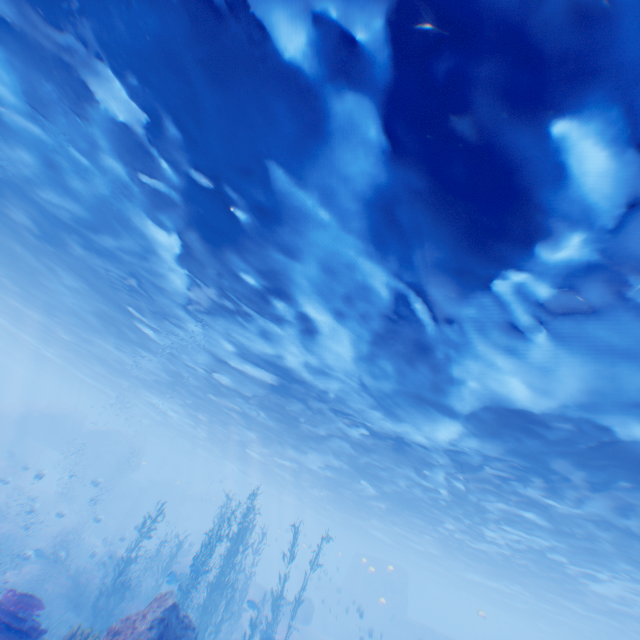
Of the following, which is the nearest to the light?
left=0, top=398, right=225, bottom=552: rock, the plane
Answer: left=0, top=398, right=225, bottom=552: rock

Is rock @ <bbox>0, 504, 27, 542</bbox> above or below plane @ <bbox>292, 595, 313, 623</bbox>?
below

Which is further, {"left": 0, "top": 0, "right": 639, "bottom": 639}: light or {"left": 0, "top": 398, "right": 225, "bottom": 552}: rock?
{"left": 0, "top": 398, "right": 225, "bottom": 552}: rock

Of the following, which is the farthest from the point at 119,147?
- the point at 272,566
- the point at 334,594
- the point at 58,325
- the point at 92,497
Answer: the point at 272,566

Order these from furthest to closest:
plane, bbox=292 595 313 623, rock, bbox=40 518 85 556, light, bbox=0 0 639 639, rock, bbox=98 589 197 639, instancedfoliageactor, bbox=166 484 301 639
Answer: plane, bbox=292 595 313 623 → rock, bbox=40 518 85 556 → instancedfoliageactor, bbox=166 484 301 639 → rock, bbox=98 589 197 639 → light, bbox=0 0 639 639

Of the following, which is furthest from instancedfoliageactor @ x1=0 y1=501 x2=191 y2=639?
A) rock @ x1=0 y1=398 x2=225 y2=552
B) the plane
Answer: the plane

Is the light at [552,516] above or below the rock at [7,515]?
above

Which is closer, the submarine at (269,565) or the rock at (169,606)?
the rock at (169,606)
